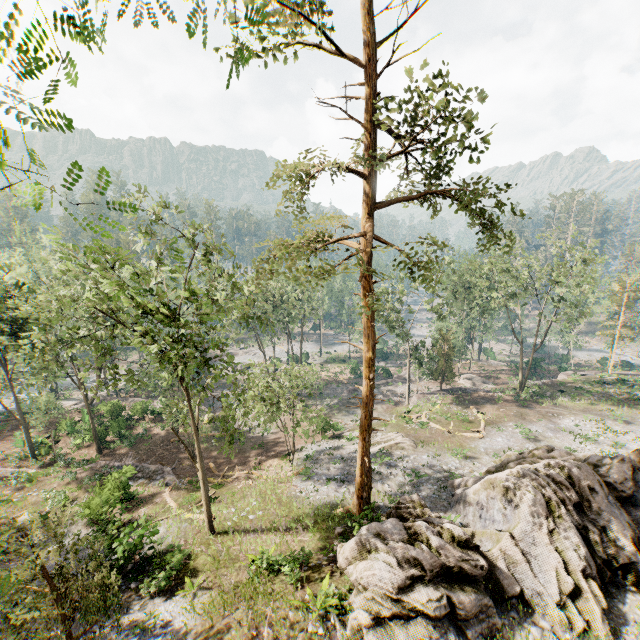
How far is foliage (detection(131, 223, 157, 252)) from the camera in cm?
1200

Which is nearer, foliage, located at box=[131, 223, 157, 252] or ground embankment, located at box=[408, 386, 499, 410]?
foliage, located at box=[131, 223, 157, 252]

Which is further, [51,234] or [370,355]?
[370,355]

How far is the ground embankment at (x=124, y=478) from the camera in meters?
23.1 m

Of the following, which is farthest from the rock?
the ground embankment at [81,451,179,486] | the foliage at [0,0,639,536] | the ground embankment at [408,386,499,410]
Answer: the ground embankment at [81,451,179,486]

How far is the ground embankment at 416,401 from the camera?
38.50m

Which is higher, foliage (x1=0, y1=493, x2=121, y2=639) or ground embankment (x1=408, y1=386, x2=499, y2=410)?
foliage (x1=0, y1=493, x2=121, y2=639)

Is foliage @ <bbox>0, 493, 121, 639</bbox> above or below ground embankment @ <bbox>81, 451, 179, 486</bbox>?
above
